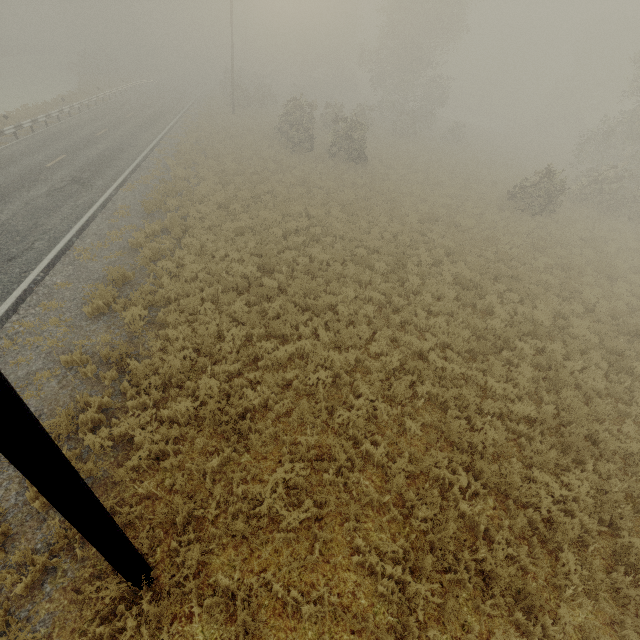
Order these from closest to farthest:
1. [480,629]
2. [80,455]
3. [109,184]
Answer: [480,629], [80,455], [109,184]
